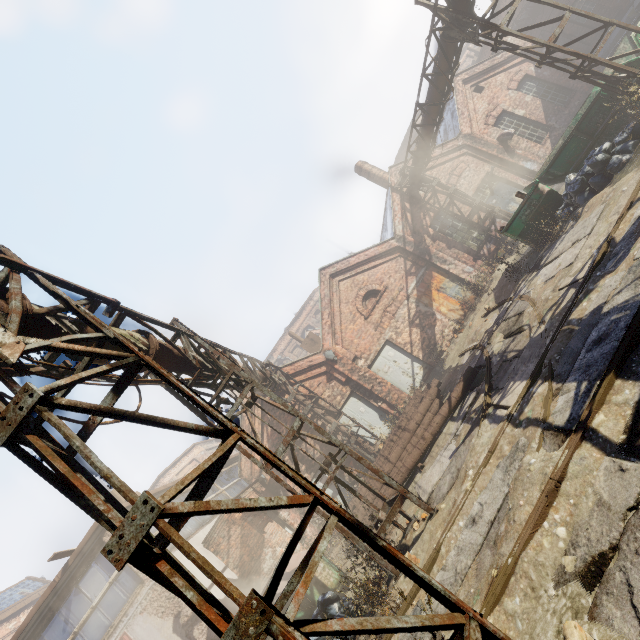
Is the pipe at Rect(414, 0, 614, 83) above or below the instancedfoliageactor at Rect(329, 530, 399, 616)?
above

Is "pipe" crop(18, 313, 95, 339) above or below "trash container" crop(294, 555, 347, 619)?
above

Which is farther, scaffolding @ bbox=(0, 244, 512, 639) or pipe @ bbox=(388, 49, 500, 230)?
pipe @ bbox=(388, 49, 500, 230)

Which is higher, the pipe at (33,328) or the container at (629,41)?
the pipe at (33,328)

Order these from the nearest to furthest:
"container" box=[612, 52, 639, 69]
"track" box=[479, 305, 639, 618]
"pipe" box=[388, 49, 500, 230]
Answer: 1. "track" box=[479, 305, 639, 618]
2. "container" box=[612, 52, 639, 69]
3. "pipe" box=[388, 49, 500, 230]

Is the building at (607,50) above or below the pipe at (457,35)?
below

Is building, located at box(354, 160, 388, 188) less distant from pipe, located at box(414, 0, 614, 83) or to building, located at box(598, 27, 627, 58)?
pipe, located at box(414, 0, 614, 83)

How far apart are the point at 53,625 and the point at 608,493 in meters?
13.8 m
